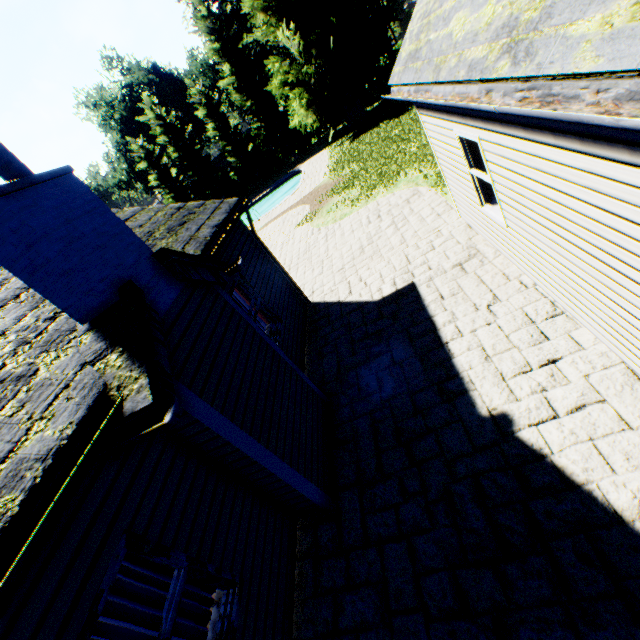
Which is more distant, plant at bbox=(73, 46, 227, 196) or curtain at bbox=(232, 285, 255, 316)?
plant at bbox=(73, 46, 227, 196)

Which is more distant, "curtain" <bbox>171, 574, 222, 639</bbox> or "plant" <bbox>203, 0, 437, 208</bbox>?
"plant" <bbox>203, 0, 437, 208</bbox>

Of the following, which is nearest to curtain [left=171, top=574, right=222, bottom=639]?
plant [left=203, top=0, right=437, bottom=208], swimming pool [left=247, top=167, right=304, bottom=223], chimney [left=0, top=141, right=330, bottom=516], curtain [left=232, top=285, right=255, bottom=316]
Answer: chimney [left=0, top=141, right=330, bottom=516]

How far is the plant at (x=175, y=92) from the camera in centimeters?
4409cm

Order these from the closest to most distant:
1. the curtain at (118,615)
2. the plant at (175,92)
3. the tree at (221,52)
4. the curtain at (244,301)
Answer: the curtain at (118,615) → the curtain at (244,301) → the tree at (221,52) → the plant at (175,92)

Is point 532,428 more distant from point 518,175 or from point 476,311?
point 518,175

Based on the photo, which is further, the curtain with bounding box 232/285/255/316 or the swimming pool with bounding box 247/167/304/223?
the swimming pool with bounding box 247/167/304/223
